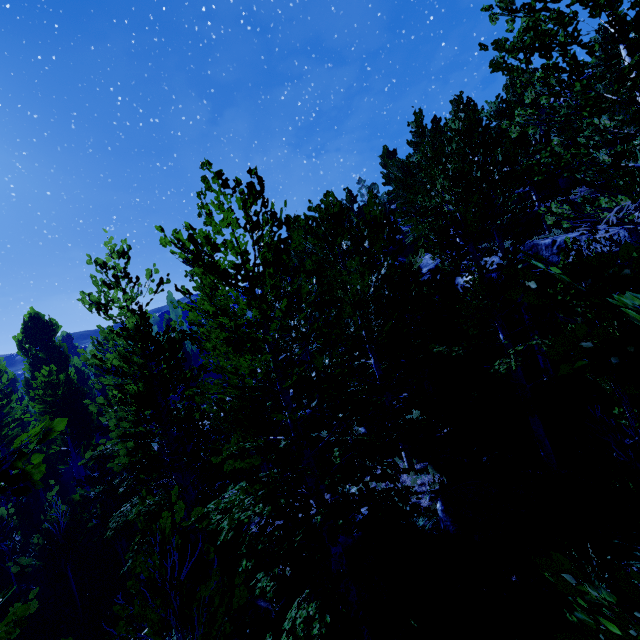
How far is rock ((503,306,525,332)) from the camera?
11.28m

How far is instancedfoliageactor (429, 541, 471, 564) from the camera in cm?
606

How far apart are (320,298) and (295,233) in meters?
5.5 m

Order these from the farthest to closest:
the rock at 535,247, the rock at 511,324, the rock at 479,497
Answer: the rock at 511,324, the rock at 535,247, the rock at 479,497

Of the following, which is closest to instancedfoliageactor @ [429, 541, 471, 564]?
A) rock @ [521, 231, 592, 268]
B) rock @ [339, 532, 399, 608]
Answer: rock @ [521, 231, 592, 268]

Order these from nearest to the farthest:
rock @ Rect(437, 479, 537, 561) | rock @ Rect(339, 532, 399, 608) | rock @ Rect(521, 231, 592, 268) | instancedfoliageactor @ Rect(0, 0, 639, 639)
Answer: instancedfoliageactor @ Rect(0, 0, 639, 639)
rock @ Rect(437, 479, 537, 561)
rock @ Rect(339, 532, 399, 608)
rock @ Rect(521, 231, 592, 268)

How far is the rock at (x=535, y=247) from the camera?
10.6m
